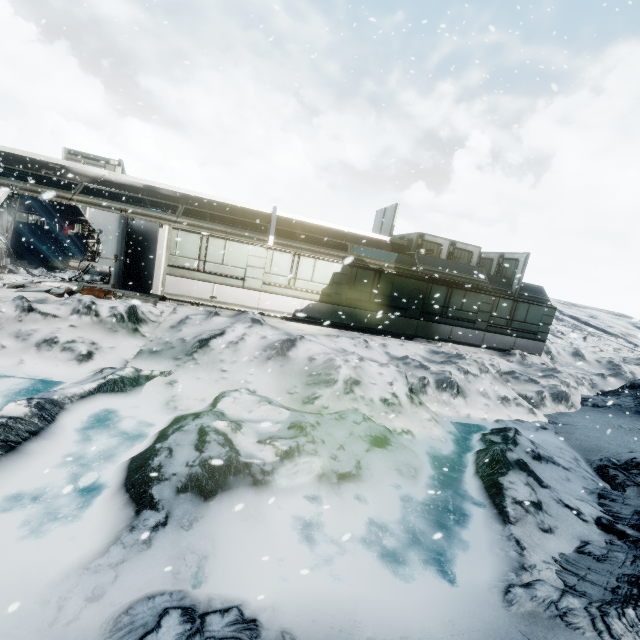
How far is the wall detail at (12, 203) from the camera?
11.19m

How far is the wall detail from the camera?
11.19m

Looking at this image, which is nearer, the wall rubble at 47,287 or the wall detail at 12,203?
the wall rubble at 47,287

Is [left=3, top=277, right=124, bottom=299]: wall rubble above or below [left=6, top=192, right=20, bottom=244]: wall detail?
below

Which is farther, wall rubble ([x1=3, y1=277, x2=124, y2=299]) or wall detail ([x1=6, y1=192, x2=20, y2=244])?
wall detail ([x1=6, y1=192, x2=20, y2=244])

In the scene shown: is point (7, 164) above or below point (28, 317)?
above
